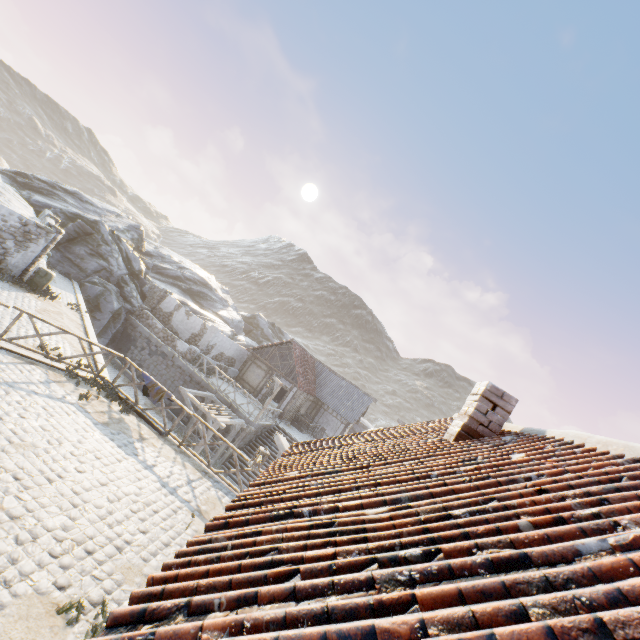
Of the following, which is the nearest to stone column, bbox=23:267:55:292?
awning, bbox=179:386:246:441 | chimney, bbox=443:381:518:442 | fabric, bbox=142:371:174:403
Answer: awning, bbox=179:386:246:441

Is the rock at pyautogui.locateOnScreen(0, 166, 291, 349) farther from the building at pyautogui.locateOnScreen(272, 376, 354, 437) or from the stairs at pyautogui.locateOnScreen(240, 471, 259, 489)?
the stairs at pyautogui.locateOnScreen(240, 471, 259, 489)

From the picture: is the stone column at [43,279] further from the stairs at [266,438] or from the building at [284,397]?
the building at [284,397]

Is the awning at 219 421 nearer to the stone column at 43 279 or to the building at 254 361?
the building at 254 361

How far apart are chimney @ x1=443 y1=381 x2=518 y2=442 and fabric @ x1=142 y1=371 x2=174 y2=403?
9.46m

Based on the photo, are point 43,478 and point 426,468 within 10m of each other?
yes

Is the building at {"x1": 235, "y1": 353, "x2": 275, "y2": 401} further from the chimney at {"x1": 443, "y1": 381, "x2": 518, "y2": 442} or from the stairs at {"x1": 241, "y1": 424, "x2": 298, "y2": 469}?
the chimney at {"x1": 443, "y1": 381, "x2": 518, "y2": 442}

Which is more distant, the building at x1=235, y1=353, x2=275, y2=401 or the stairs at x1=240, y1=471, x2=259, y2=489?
the building at x1=235, y1=353, x2=275, y2=401
